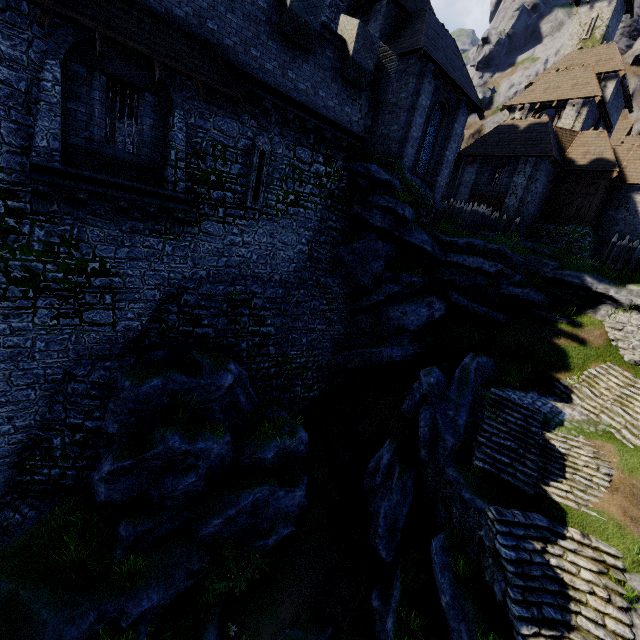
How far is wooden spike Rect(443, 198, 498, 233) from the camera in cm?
2072

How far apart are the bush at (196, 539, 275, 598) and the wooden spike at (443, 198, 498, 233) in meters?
20.1 m

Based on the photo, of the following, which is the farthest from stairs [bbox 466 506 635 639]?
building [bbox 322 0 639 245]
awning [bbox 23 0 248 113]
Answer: awning [bbox 23 0 248 113]

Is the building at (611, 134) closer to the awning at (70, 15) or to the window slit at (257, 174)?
the window slit at (257, 174)

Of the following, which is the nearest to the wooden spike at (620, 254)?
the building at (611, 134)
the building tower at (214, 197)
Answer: the building at (611, 134)

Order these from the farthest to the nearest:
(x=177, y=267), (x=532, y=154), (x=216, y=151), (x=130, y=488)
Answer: (x=532, y=154)
(x=177, y=267)
(x=216, y=151)
(x=130, y=488)

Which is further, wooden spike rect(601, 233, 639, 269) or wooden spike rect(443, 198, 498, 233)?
wooden spike rect(443, 198, 498, 233)

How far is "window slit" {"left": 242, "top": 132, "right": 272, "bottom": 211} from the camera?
12.17m
